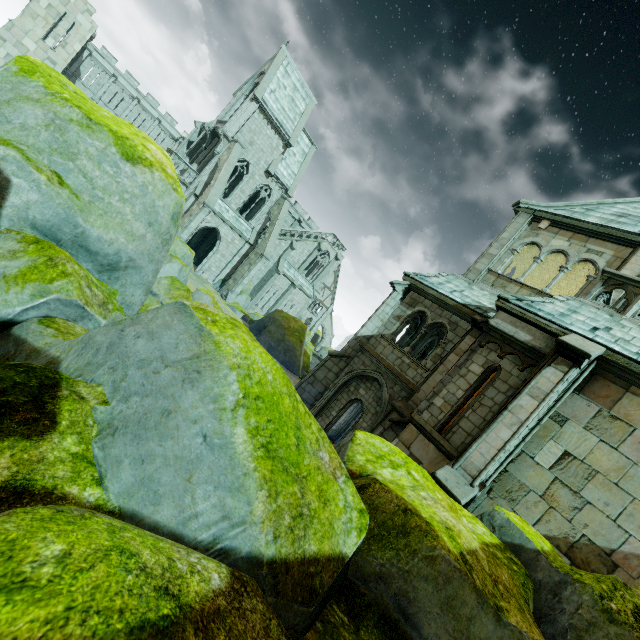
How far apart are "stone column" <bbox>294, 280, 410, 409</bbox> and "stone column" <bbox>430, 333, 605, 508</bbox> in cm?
639

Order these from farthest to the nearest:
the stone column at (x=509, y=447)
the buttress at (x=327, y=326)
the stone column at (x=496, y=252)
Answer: the buttress at (x=327, y=326), the stone column at (x=496, y=252), the stone column at (x=509, y=447)

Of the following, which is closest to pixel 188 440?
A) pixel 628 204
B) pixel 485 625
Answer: pixel 485 625

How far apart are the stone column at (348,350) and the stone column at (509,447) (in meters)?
6.39

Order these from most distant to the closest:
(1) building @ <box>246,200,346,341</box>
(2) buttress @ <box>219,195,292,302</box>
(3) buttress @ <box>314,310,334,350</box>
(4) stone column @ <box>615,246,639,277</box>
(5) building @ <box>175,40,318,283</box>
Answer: (3) buttress @ <box>314,310,334,350</box> → (1) building @ <box>246,200,346,341</box> → (2) buttress @ <box>219,195,292,302</box> → (5) building @ <box>175,40,318,283</box> → (4) stone column @ <box>615,246,639,277</box>

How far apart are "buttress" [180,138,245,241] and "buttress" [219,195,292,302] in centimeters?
588cm

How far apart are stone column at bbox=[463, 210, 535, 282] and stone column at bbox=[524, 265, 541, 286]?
3.31m

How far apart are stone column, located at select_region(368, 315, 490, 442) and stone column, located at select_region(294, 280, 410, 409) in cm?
297
